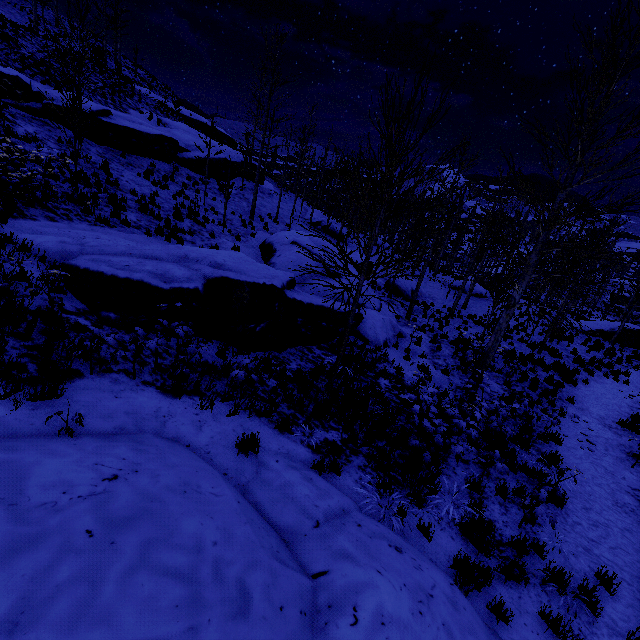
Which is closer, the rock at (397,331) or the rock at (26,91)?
the rock at (397,331)

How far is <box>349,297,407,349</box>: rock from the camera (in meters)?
12.65

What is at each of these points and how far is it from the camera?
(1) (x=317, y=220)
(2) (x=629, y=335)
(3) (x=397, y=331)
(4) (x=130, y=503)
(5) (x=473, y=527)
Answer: (1) rock, 31.86m
(2) rock, 23.62m
(3) rock, 14.48m
(4) rock, 3.00m
(5) instancedfoliageactor, 5.33m

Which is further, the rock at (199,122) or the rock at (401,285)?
the rock at (199,122)

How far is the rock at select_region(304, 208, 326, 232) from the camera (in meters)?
31.64

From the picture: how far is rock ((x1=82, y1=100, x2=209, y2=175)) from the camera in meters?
16.7

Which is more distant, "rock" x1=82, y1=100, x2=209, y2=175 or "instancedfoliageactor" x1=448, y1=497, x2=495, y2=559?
"rock" x1=82, y1=100, x2=209, y2=175

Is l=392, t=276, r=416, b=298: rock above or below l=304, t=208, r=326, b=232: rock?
below
